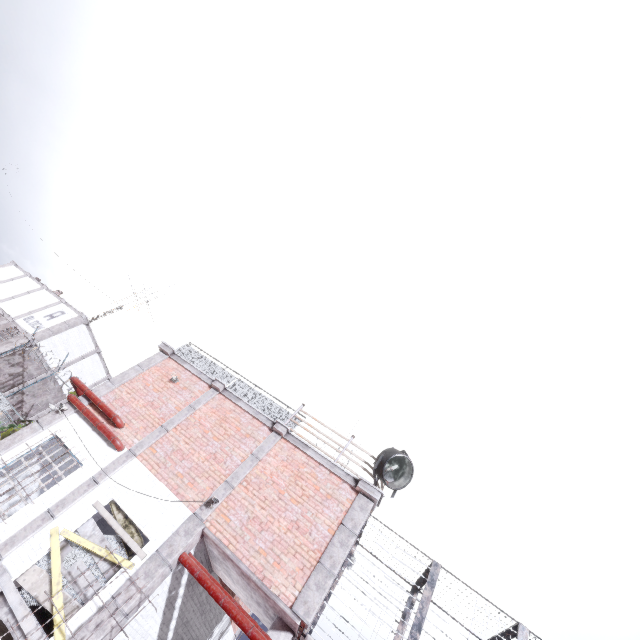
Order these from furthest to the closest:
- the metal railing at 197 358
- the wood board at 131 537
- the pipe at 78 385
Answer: the metal railing at 197 358 < the pipe at 78 385 < the wood board at 131 537

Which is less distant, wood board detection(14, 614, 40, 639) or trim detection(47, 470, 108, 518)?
wood board detection(14, 614, 40, 639)

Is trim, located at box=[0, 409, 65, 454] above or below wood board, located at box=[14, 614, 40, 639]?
above

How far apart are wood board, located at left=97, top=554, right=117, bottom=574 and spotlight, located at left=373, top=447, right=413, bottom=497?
5.9 meters

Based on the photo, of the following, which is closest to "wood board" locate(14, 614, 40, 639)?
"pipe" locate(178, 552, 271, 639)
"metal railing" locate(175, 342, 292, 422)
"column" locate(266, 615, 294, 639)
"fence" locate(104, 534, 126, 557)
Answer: "fence" locate(104, 534, 126, 557)

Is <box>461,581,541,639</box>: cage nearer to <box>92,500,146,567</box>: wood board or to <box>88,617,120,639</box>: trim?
<box>88,617,120,639</box>: trim

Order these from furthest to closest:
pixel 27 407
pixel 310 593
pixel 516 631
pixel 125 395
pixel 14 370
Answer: pixel 27 407 < pixel 14 370 < pixel 125 395 < pixel 516 631 < pixel 310 593

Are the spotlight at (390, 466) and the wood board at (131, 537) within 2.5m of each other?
no
